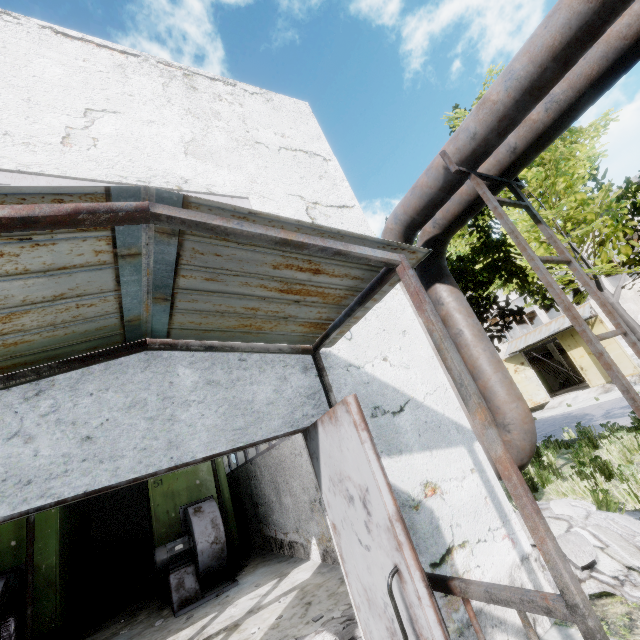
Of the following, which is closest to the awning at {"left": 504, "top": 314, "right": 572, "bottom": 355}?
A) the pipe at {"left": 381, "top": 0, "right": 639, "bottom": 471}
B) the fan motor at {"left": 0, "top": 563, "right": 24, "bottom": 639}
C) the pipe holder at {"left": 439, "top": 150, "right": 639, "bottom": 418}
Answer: the pipe at {"left": 381, "top": 0, "right": 639, "bottom": 471}

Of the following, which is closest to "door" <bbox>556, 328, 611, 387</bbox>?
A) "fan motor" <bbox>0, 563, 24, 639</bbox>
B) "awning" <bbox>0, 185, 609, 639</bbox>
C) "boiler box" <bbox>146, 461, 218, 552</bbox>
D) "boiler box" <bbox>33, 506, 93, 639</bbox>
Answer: "boiler box" <bbox>146, 461, 218, 552</bbox>

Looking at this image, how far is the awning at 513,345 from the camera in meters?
21.3 m

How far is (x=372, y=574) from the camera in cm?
197

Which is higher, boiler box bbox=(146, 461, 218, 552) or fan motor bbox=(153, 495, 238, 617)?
boiler box bbox=(146, 461, 218, 552)

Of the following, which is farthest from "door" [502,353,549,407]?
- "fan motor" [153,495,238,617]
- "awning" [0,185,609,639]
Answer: "awning" [0,185,609,639]

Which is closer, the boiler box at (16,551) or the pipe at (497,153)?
the pipe at (497,153)

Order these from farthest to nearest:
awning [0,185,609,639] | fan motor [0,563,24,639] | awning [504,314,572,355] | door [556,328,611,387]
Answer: awning [504,314,572,355] < door [556,328,611,387] < fan motor [0,563,24,639] < awning [0,185,609,639]
